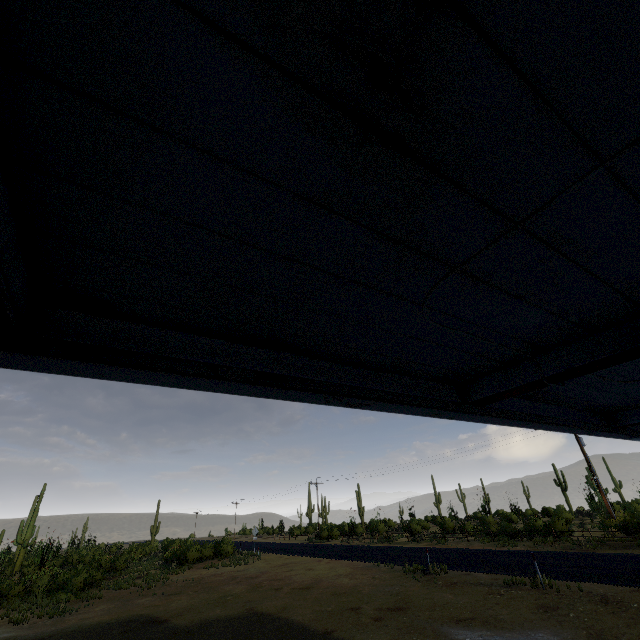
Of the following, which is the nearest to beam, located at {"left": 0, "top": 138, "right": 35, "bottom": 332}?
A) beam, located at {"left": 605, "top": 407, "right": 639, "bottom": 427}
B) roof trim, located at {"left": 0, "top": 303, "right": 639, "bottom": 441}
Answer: roof trim, located at {"left": 0, "top": 303, "right": 639, "bottom": 441}

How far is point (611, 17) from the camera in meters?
0.8

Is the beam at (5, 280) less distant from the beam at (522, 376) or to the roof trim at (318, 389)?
the roof trim at (318, 389)

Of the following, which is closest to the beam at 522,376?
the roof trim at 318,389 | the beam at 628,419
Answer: the roof trim at 318,389

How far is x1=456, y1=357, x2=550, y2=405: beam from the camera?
2.7 meters

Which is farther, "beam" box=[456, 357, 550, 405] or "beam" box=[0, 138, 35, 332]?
"beam" box=[456, 357, 550, 405]

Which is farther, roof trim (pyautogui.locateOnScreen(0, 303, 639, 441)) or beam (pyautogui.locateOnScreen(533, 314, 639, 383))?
beam (pyautogui.locateOnScreen(533, 314, 639, 383))

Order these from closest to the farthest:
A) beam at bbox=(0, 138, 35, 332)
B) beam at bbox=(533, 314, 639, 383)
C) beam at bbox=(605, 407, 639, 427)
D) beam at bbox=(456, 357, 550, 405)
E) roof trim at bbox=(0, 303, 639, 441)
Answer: beam at bbox=(0, 138, 35, 332), roof trim at bbox=(0, 303, 639, 441), beam at bbox=(533, 314, 639, 383), beam at bbox=(456, 357, 550, 405), beam at bbox=(605, 407, 639, 427)
